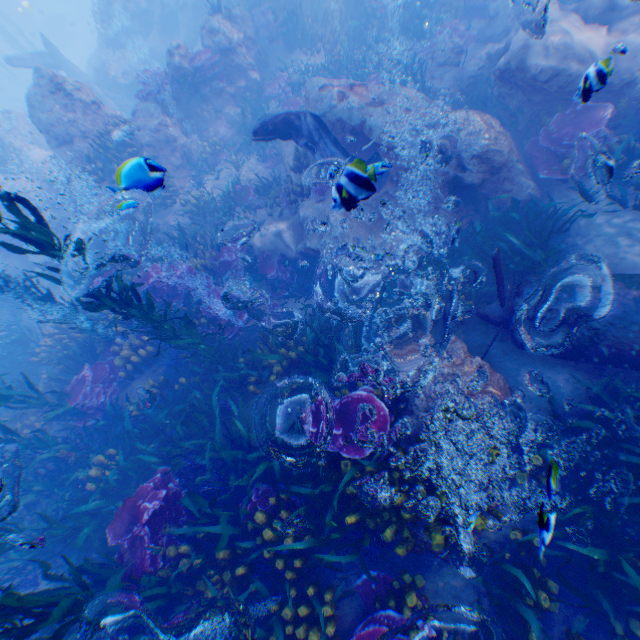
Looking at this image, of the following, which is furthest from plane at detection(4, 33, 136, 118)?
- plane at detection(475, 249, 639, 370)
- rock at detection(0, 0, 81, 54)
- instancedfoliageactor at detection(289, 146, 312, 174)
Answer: plane at detection(475, 249, 639, 370)

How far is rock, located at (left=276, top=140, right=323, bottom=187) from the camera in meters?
9.7 m

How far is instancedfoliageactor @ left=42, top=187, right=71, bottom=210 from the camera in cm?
1374

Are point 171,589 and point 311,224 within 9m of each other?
yes

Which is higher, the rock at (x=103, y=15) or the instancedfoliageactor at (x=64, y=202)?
the rock at (x=103, y=15)

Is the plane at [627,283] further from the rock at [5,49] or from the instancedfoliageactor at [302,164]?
the instancedfoliageactor at [302,164]

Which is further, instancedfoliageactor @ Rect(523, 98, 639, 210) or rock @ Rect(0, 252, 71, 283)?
rock @ Rect(0, 252, 71, 283)

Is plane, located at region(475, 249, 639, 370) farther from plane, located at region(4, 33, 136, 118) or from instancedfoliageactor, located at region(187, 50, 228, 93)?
plane, located at region(4, 33, 136, 118)
